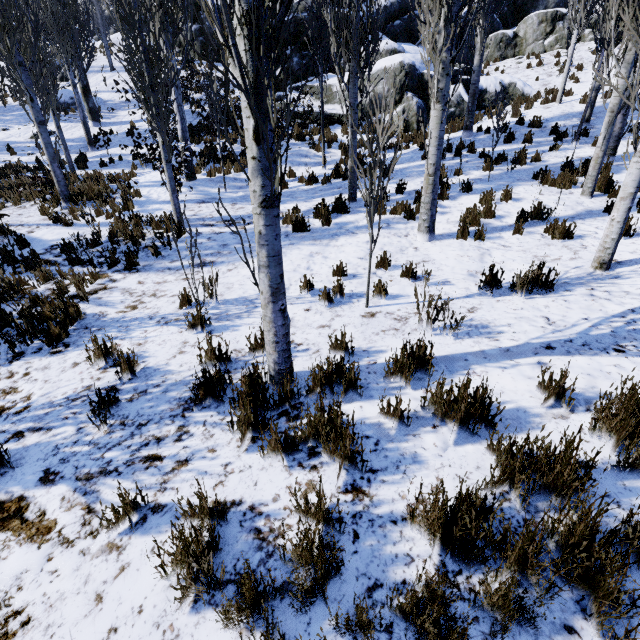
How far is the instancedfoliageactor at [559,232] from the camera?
5.7m

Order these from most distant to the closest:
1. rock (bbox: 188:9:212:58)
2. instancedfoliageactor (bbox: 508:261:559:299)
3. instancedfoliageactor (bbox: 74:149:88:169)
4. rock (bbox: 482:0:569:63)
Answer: rock (bbox: 188:9:212:58) → rock (bbox: 482:0:569:63) → instancedfoliageactor (bbox: 74:149:88:169) → instancedfoliageactor (bbox: 508:261:559:299)

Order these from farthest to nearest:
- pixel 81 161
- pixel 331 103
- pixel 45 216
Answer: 1. pixel 331 103
2. pixel 81 161
3. pixel 45 216

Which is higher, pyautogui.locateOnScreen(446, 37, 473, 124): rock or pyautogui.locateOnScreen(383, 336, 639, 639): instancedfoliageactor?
pyautogui.locateOnScreen(446, 37, 473, 124): rock

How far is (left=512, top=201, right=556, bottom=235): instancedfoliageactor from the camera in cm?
614

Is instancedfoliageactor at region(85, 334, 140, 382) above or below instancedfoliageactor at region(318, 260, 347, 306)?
below

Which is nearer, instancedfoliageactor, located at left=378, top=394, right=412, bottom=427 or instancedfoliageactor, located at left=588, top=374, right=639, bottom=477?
instancedfoliageactor, located at left=588, top=374, right=639, bottom=477
